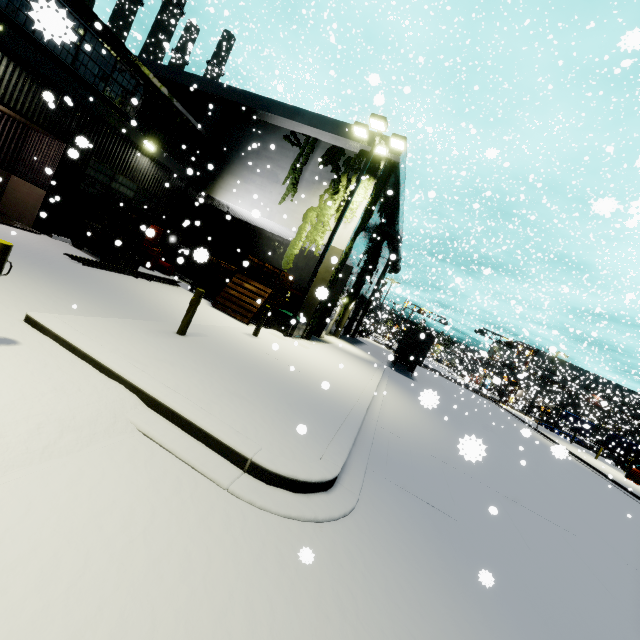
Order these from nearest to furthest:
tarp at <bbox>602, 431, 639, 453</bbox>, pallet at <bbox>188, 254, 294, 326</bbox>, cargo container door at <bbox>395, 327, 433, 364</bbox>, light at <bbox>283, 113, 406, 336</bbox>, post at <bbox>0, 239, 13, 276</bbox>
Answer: post at <bbox>0, 239, 13, 276</bbox>, light at <bbox>283, 113, 406, 336</bbox>, pallet at <bbox>188, 254, 294, 326</bbox>, cargo container door at <bbox>395, 327, 433, 364</bbox>, tarp at <bbox>602, 431, 639, 453</bbox>

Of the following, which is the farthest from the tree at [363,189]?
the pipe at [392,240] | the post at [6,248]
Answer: the post at [6,248]

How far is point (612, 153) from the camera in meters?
25.0 m

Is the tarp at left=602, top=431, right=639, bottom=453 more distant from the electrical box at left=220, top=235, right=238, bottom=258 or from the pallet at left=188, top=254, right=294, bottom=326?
the electrical box at left=220, top=235, right=238, bottom=258

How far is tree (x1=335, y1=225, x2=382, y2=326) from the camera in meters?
23.2 m

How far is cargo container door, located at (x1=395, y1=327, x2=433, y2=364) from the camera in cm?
2433

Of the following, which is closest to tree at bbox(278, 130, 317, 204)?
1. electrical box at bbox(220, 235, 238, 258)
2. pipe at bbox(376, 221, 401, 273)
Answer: pipe at bbox(376, 221, 401, 273)

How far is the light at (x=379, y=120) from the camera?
13.12m
